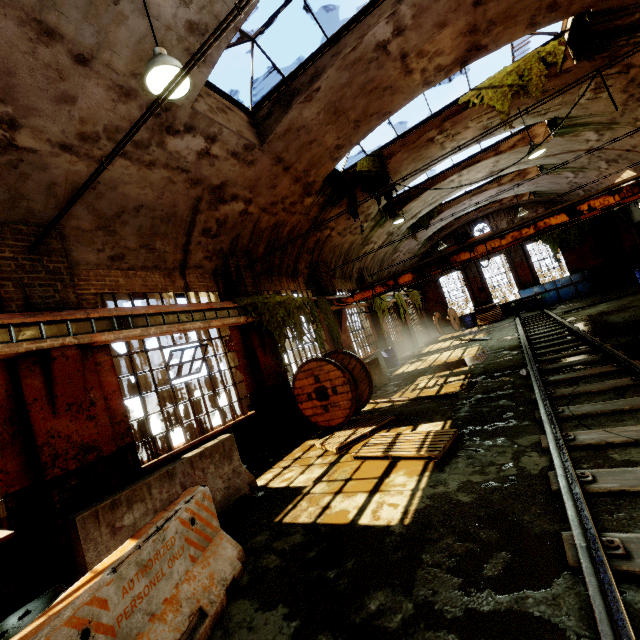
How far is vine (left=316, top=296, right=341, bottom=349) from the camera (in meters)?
11.84

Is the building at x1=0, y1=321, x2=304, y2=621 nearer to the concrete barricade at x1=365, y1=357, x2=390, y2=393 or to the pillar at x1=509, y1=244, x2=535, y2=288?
the concrete barricade at x1=365, y1=357, x2=390, y2=393

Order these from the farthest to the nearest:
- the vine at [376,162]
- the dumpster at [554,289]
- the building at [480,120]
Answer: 1. the dumpster at [554,289]
2. the vine at [376,162]
3. the building at [480,120]

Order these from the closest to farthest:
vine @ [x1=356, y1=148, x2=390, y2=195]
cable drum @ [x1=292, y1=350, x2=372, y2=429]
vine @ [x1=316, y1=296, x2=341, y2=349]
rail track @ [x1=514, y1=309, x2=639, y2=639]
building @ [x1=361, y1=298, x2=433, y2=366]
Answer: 1. rail track @ [x1=514, y1=309, x2=639, y2=639]
2. cable drum @ [x1=292, y1=350, x2=372, y2=429]
3. vine @ [x1=356, y1=148, x2=390, y2=195]
4. vine @ [x1=316, y1=296, x2=341, y2=349]
5. building @ [x1=361, y1=298, x2=433, y2=366]

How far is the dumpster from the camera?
19.9m

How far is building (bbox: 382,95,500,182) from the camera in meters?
10.2

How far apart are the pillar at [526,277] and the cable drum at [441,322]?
5.4 meters

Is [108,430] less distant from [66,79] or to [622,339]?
[66,79]
